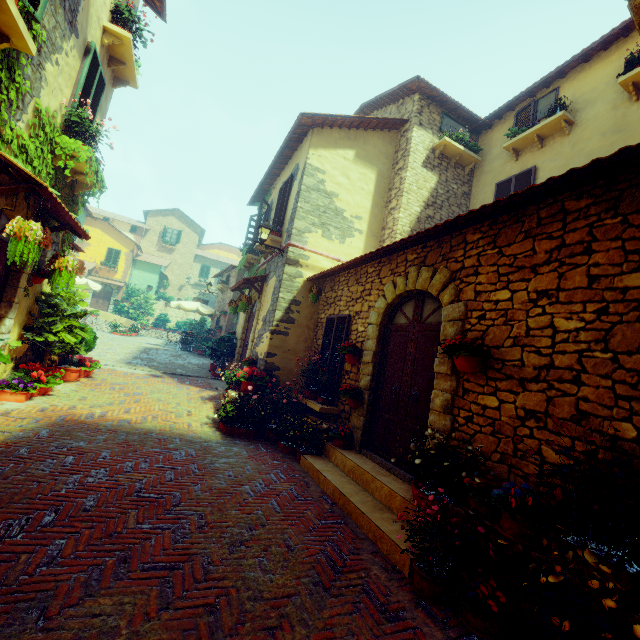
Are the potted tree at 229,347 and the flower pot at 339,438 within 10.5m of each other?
yes

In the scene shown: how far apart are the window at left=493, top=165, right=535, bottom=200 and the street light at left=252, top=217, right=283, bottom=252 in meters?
5.8

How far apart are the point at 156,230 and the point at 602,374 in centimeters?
3961cm

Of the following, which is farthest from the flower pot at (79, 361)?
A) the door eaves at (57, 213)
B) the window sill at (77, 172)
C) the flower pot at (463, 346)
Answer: the flower pot at (463, 346)

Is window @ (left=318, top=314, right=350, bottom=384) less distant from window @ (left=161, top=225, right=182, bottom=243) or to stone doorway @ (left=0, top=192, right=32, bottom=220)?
window @ (left=161, top=225, right=182, bottom=243)

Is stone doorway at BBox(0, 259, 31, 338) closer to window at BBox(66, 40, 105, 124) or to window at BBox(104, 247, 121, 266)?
window at BBox(66, 40, 105, 124)

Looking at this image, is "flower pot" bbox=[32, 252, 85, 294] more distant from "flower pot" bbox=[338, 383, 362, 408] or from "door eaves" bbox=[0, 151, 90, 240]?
"flower pot" bbox=[338, 383, 362, 408]

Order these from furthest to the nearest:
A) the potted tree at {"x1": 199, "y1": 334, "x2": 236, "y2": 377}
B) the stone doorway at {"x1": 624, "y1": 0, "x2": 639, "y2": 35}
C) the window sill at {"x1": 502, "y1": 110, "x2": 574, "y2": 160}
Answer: the potted tree at {"x1": 199, "y1": 334, "x2": 236, "y2": 377}, the window sill at {"x1": 502, "y1": 110, "x2": 574, "y2": 160}, the stone doorway at {"x1": 624, "y1": 0, "x2": 639, "y2": 35}
